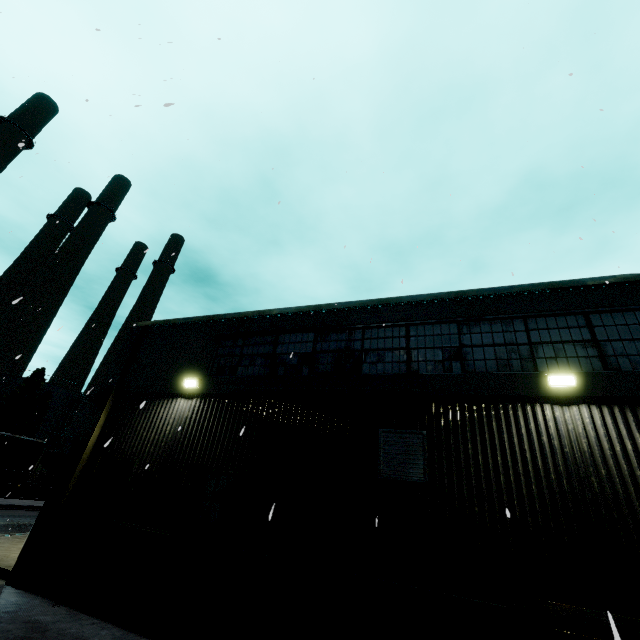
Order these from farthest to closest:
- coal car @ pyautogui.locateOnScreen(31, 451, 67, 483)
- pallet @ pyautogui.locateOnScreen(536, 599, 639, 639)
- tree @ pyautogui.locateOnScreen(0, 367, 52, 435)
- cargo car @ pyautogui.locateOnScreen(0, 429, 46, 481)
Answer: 1. tree @ pyautogui.locateOnScreen(0, 367, 52, 435)
2. coal car @ pyautogui.locateOnScreen(31, 451, 67, 483)
3. cargo car @ pyautogui.locateOnScreen(0, 429, 46, 481)
4. pallet @ pyautogui.locateOnScreen(536, 599, 639, 639)

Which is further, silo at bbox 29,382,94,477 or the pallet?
silo at bbox 29,382,94,477

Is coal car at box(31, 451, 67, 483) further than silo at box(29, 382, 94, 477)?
No

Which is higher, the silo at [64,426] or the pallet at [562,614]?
the silo at [64,426]

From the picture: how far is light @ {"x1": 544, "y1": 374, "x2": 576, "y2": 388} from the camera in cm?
633

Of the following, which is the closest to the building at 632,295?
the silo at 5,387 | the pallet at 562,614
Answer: the pallet at 562,614

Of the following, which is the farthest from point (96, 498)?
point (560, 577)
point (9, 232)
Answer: point (560, 577)

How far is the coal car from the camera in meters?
32.3
